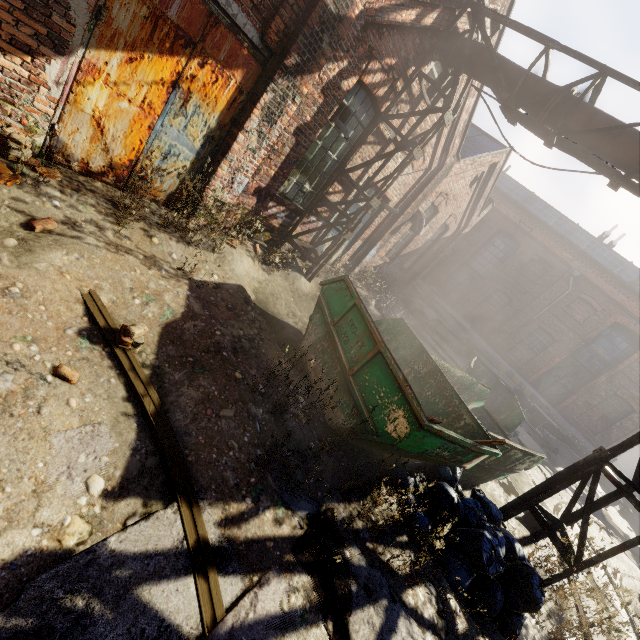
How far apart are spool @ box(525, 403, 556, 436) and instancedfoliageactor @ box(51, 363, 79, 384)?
20.5 meters

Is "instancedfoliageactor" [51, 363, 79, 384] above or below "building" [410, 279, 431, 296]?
below

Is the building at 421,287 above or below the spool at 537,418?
above

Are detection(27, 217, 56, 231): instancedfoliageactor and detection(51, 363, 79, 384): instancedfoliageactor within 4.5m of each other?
yes

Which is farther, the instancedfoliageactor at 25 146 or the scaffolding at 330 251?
the scaffolding at 330 251

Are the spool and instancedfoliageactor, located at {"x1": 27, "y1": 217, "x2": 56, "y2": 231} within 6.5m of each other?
no

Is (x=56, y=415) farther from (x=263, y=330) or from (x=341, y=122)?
(x=341, y=122)

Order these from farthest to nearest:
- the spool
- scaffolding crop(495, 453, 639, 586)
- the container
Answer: the spool → scaffolding crop(495, 453, 639, 586) → the container
